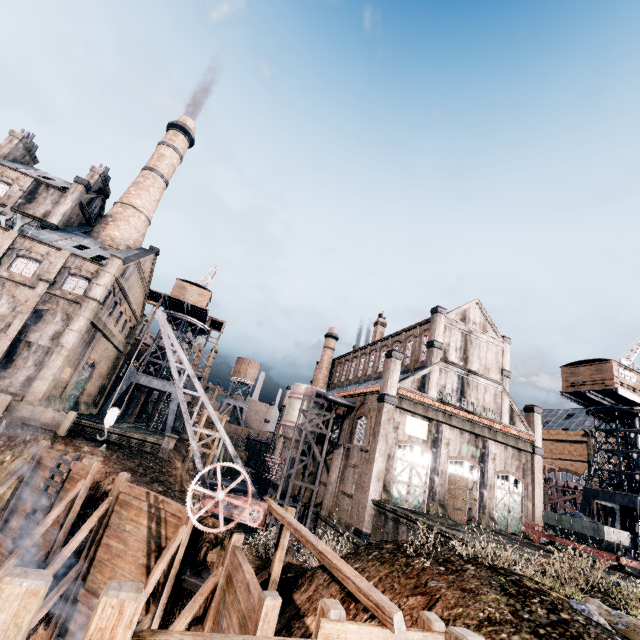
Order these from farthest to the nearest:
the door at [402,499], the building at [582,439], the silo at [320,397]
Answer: the building at [582,439], the silo at [320,397], the door at [402,499]

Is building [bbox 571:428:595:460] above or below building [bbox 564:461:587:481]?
above

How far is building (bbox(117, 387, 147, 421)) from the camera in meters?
51.8 m

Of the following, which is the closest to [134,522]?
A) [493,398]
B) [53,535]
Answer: [53,535]

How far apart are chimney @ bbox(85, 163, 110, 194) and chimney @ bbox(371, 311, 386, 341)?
43.5 meters

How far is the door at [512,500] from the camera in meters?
31.4

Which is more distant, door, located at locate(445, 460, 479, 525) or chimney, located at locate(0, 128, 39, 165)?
chimney, located at locate(0, 128, 39, 165)

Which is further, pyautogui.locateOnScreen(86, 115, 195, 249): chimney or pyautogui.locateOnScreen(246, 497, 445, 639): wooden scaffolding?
pyautogui.locateOnScreen(86, 115, 195, 249): chimney
